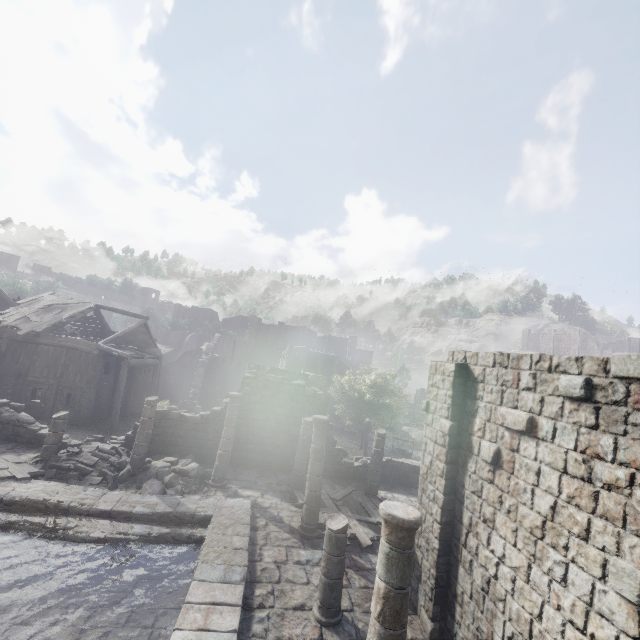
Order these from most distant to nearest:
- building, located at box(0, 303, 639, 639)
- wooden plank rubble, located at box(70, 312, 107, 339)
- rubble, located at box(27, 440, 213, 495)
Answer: wooden plank rubble, located at box(70, 312, 107, 339)
rubble, located at box(27, 440, 213, 495)
building, located at box(0, 303, 639, 639)

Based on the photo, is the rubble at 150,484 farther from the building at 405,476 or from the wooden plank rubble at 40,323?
the wooden plank rubble at 40,323

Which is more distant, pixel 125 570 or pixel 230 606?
pixel 125 570

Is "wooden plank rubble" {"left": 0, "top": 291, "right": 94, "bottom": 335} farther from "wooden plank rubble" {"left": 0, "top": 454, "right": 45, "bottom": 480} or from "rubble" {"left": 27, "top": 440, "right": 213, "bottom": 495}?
"rubble" {"left": 27, "top": 440, "right": 213, "bottom": 495}

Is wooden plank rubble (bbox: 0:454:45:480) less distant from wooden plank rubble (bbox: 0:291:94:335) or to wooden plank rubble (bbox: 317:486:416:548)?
wooden plank rubble (bbox: 317:486:416:548)

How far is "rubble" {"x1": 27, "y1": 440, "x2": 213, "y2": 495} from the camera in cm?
1224

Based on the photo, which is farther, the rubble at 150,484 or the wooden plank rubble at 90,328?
the wooden plank rubble at 90,328
